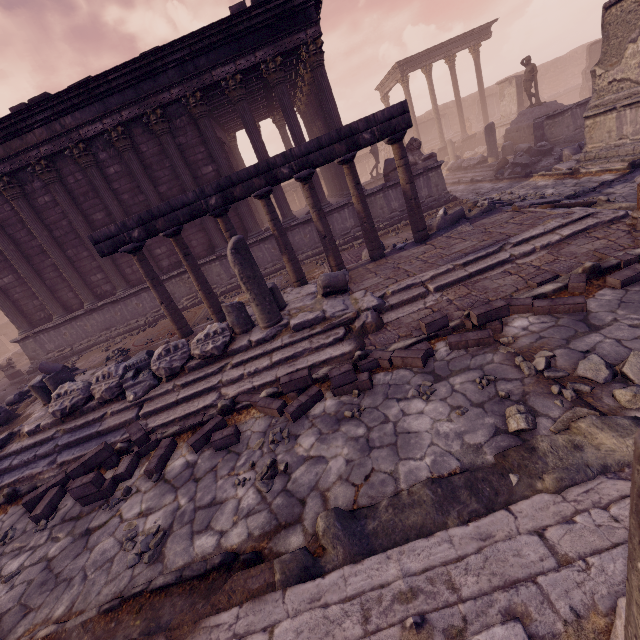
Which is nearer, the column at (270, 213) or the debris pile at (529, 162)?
the column at (270, 213)

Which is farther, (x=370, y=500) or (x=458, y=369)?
(x=458, y=369)

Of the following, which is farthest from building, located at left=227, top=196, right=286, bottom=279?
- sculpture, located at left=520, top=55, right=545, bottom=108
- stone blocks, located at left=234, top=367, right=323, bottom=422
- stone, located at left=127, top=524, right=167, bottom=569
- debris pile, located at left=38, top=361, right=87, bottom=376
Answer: stone, located at left=127, top=524, right=167, bottom=569

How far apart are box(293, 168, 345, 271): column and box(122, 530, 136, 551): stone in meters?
6.0

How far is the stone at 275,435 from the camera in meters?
4.1 m

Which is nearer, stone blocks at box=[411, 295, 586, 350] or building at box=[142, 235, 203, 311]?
stone blocks at box=[411, 295, 586, 350]

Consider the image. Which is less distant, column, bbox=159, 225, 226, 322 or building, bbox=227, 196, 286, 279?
column, bbox=159, 225, 226, 322
